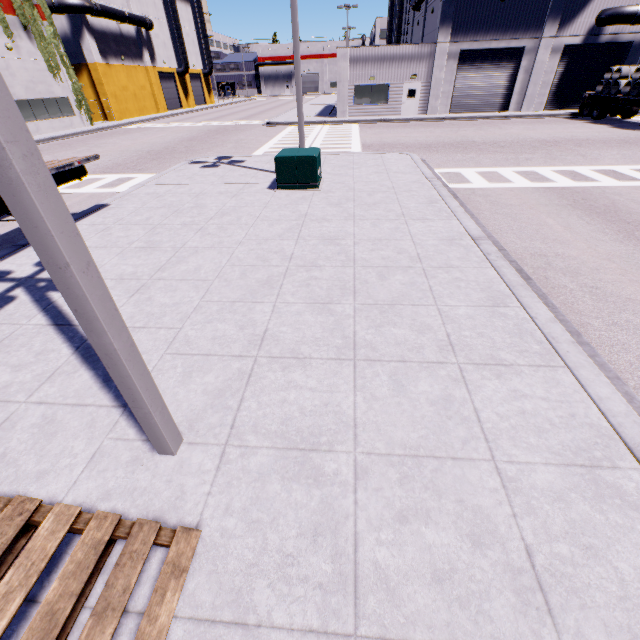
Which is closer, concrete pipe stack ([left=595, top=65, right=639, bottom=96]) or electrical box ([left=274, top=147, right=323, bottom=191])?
electrical box ([left=274, top=147, right=323, bottom=191])

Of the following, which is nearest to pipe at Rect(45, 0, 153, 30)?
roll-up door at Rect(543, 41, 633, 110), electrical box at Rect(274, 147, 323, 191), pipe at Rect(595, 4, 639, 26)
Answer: roll-up door at Rect(543, 41, 633, 110)

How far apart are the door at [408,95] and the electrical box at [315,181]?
23.4m

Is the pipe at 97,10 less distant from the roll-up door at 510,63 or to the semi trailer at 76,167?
the semi trailer at 76,167

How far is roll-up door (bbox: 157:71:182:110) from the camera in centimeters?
4419cm

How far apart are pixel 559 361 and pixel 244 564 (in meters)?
3.97

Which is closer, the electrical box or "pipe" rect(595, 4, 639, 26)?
the electrical box

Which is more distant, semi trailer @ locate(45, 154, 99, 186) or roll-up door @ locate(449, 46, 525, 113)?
roll-up door @ locate(449, 46, 525, 113)
